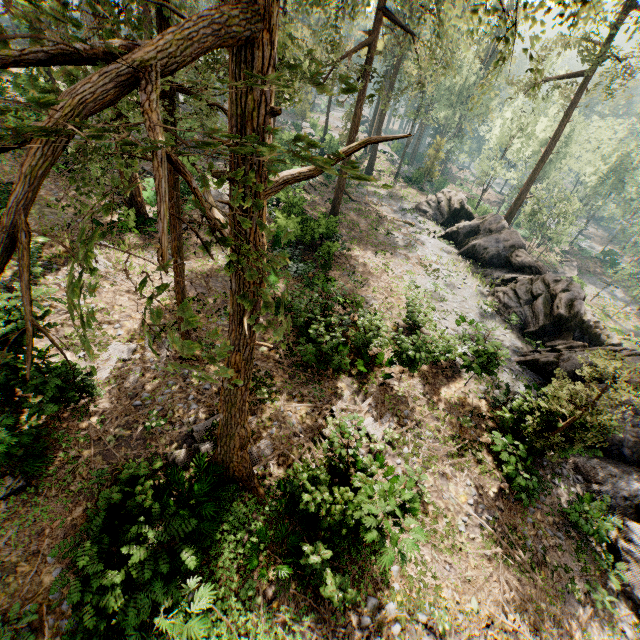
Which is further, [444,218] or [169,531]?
[444,218]

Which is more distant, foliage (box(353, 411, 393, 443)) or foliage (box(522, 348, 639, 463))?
foliage (box(353, 411, 393, 443))

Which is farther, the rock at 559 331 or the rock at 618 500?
the rock at 559 331

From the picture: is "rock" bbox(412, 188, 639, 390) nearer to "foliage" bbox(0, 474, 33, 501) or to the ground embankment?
"foliage" bbox(0, 474, 33, 501)

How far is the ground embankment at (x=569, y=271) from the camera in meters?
41.5

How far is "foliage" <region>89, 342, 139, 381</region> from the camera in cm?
1211
